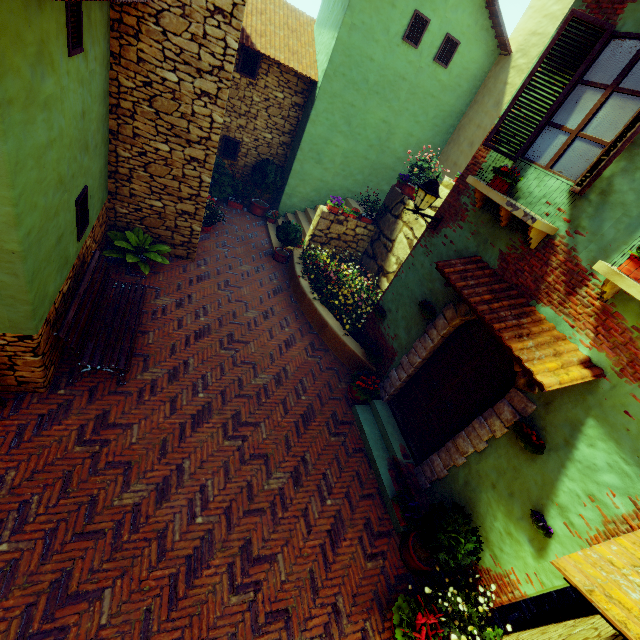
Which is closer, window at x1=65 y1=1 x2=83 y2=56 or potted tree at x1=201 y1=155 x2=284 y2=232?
window at x1=65 y1=1 x2=83 y2=56

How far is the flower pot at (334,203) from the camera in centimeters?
955cm

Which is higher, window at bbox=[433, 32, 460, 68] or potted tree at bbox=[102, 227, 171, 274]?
window at bbox=[433, 32, 460, 68]

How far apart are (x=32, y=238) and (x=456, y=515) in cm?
630

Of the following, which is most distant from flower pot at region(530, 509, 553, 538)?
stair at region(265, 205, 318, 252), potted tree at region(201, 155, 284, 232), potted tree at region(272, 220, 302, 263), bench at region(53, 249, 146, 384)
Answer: potted tree at region(201, 155, 284, 232)

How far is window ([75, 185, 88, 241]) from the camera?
4.9 meters

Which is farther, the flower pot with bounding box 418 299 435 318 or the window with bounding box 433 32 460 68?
the window with bounding box 433 32 460 68

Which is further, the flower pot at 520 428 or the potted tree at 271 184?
the potted tree at 271 184
